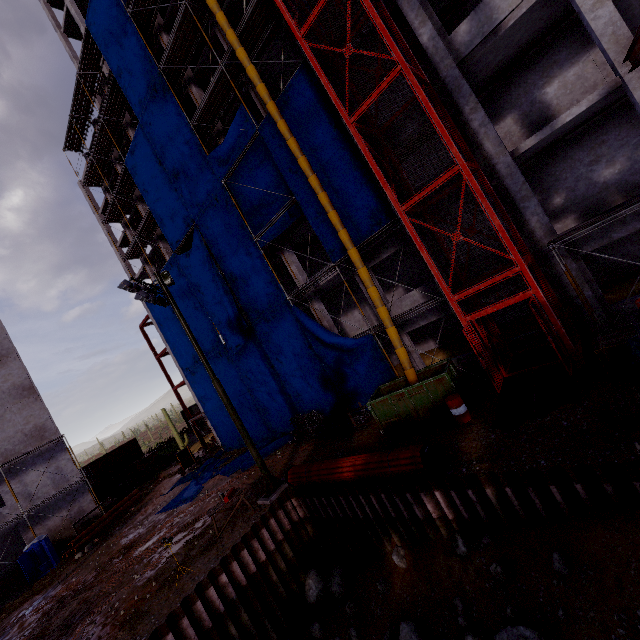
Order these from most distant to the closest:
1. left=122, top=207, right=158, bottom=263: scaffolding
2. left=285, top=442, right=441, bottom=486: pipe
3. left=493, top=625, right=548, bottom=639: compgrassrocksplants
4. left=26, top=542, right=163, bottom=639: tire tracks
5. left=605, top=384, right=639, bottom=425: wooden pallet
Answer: left=122, top=207, right=158, bottom=263: scaffolding
left=26, top=542, right=163, bottom=639: tire tracks
left=285, top=442, right=441, bottom=486: pipe
left=605, top=384, right=639, bottom=425: wooden pallet
left=493, top=625, right=548, bottom=639: compgrassrocksplants

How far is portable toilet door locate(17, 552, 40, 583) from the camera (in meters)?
21.33

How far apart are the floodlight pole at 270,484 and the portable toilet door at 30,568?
20.2m

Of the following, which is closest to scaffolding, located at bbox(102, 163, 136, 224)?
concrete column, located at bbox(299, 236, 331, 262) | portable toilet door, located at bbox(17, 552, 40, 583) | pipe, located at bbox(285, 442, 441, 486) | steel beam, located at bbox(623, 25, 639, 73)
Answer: concrete column, located at bbox(299, 236, 331, 262)

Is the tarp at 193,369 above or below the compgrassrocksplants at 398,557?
above

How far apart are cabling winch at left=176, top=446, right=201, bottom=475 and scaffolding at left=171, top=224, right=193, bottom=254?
17.6m

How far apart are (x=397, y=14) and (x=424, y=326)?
15.57m

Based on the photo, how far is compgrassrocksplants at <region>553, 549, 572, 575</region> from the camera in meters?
6.8
